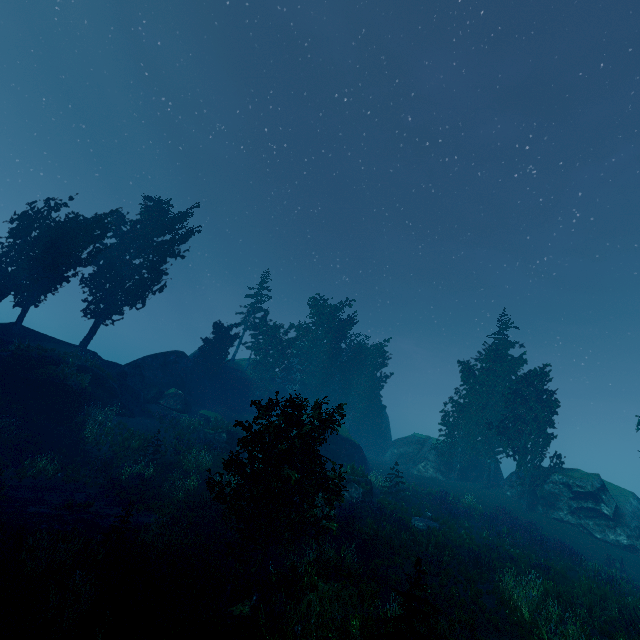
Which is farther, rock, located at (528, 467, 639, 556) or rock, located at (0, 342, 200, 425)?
rock, located at (528, 467, 639, 556)

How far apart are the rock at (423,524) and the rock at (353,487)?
3.53m

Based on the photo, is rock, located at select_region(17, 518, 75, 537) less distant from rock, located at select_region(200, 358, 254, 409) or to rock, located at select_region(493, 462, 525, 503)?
rock, located at select_region(200, 358, 254, 409)

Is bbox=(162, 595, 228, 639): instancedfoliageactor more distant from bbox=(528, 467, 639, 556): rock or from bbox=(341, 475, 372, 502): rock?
bbox=(341, 475, 372, 502): rock

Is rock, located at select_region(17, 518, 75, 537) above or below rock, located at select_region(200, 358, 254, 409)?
below

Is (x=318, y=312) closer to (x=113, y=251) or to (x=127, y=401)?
(x=113, y=251)

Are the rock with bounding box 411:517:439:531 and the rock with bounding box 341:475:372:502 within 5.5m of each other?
yes

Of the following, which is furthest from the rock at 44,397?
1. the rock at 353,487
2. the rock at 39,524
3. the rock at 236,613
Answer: the rock at 236,613
